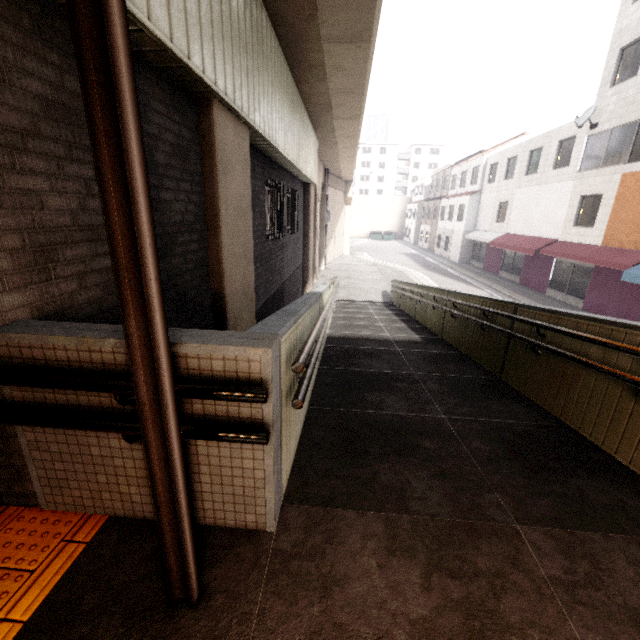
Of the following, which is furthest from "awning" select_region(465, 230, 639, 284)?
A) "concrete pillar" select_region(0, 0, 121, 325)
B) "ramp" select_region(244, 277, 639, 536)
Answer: "concrete pillar" select_region(0, 0, 121, 325)

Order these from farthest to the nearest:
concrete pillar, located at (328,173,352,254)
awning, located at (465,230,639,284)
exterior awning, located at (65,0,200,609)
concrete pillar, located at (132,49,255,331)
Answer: concrete pillar, located at (328,173,352,254) → awning, located at (465,230,639,284) → concrete pillar, located at (132,49,255,331) → exterior awning, located at (65,0,200,609)

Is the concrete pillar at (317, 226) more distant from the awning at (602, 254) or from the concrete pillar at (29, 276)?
the awning at (602, 254)

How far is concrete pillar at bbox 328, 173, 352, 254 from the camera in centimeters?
2582cm

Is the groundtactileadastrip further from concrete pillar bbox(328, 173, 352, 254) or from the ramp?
concrete pillar bbox(328, 173, 352, 254)

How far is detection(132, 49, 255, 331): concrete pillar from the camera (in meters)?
2.89

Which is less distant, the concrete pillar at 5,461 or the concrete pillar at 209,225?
the concrete pillar at 5,461

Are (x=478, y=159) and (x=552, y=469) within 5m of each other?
no
